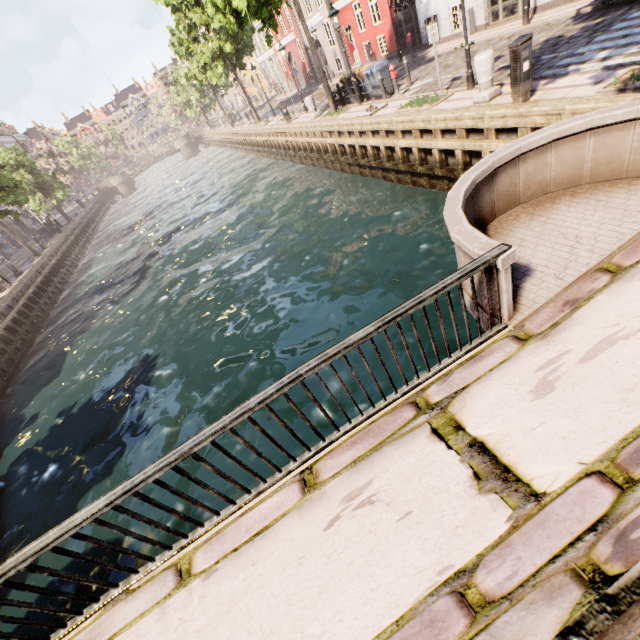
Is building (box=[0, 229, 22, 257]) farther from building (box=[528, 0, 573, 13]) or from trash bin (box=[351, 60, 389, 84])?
building (box=[528, 0, 573, 13])

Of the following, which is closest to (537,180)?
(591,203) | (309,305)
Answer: (591,203)

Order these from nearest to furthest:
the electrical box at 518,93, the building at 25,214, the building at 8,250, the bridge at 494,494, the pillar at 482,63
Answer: the bridge at 494,494 < the electrical box at 518,93 < the pillar at 482,63 < the building at 8,250 < the building at 25,214

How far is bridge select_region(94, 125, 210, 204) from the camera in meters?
53.7

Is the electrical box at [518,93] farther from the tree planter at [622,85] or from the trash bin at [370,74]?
the trash bin at [370,74]

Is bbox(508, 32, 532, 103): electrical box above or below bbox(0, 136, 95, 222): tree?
below

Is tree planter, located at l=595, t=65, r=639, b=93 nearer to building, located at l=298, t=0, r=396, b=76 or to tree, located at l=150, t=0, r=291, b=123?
tree, located at l=150, t=0, r=291, b=123

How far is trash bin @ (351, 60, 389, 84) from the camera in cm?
1428
